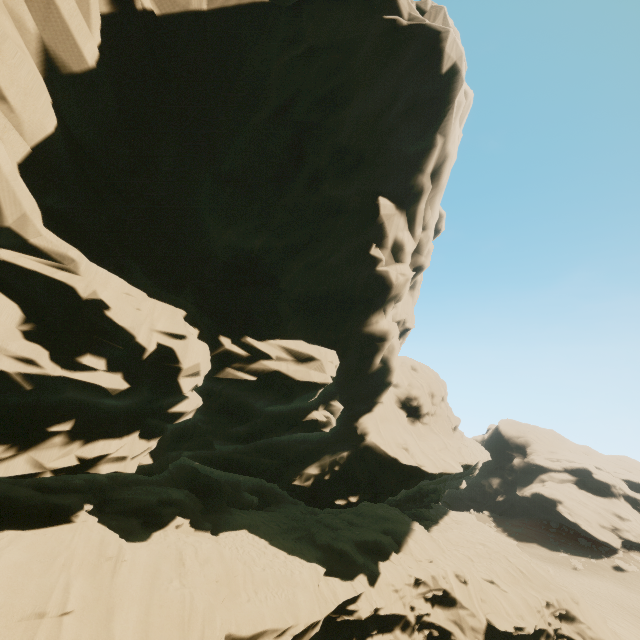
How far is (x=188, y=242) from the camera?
16.8m

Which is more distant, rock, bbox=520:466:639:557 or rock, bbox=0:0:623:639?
rock, bbox=520:466:639:557

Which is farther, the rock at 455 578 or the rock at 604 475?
the rock at 604 475
